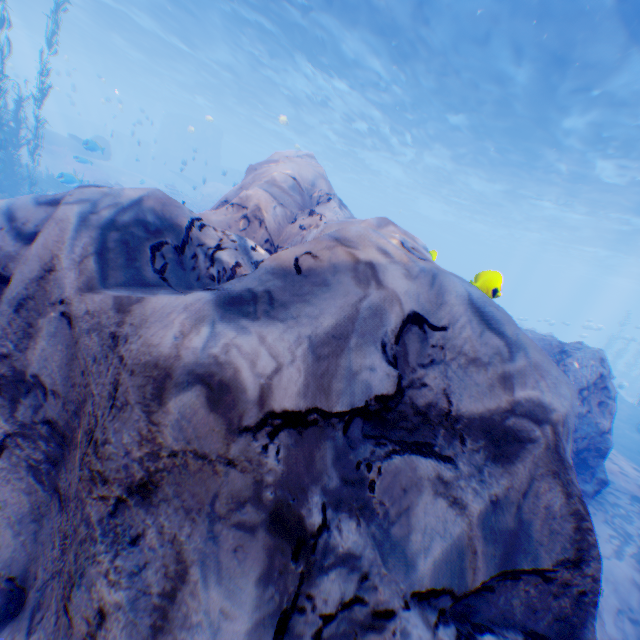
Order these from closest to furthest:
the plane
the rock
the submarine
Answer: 1. the rock
2. the plane
3. the submarine

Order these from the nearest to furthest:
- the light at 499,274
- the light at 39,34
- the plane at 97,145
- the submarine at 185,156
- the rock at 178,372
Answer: the rock at 178,372, the light at 499,274, the plane at 97,145, the light at 39,34, the submarine at 185,156

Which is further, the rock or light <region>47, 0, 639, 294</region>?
light <region>47, 0, 639, 294</region>

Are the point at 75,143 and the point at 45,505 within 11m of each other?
no

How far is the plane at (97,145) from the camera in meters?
12.0 m

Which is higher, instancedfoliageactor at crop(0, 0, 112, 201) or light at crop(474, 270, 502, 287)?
light at crop(474, 270, 502, 287)

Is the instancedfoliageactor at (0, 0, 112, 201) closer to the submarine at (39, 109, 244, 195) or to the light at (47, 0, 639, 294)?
the submarine at (39, 109, 244, 195)

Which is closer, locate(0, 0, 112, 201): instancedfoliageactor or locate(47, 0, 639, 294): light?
locate(0, 0, 112, 201): instancedfoliageactor
